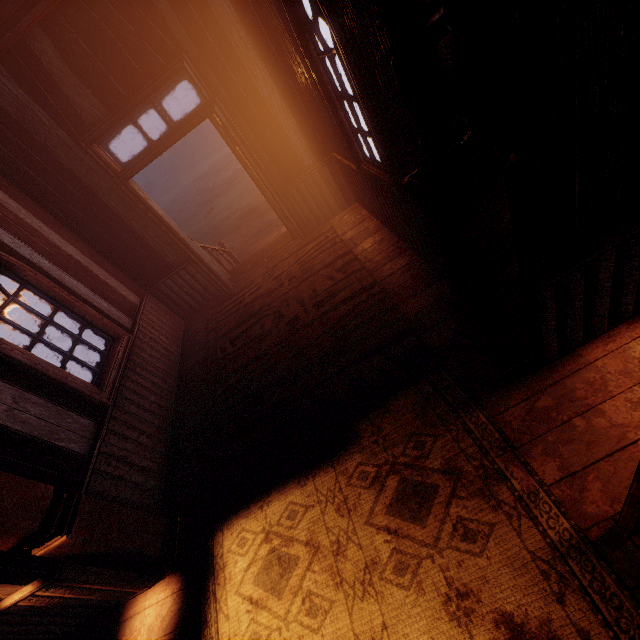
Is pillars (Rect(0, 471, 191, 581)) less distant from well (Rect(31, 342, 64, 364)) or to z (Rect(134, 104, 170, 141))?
z (Rect(134, 104, 170, 141))

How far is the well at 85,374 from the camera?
7.01m

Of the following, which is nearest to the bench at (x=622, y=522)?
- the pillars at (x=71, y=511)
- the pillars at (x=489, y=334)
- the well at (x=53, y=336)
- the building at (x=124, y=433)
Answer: the building at (x=124, y=433)

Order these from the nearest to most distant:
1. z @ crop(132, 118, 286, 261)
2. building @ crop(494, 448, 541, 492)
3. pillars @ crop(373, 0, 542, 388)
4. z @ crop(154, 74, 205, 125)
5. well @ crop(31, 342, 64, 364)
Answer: pillars @ crop(373, 0, 542, 388) < building @ crop(494, 448, 541, 492) < well @ crop(31, 342, 64, 364) < z @ crop(132, 118, 286, 261) < z @ crop(154, 74, 205, 125)

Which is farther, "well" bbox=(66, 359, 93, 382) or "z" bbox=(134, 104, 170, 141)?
"z" bbox=(134, 104, 170, 141)

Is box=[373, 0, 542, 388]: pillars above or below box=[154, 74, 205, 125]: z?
below

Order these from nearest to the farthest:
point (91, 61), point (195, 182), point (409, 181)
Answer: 1. point (409, 181)
2. point (91, 61)
3. point (195, 182)

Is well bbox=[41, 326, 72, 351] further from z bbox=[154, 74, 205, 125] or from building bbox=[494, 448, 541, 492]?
building bbox=[494, 448, 541, 492]
